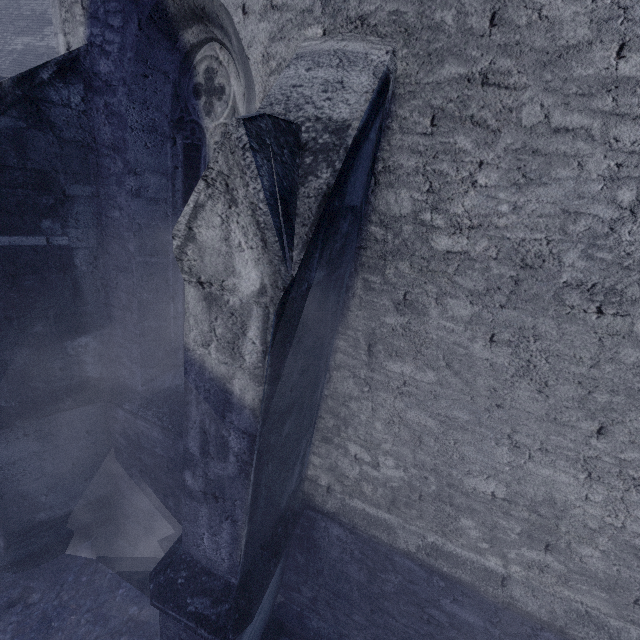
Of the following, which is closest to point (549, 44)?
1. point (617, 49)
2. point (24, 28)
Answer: point (617, 49)
